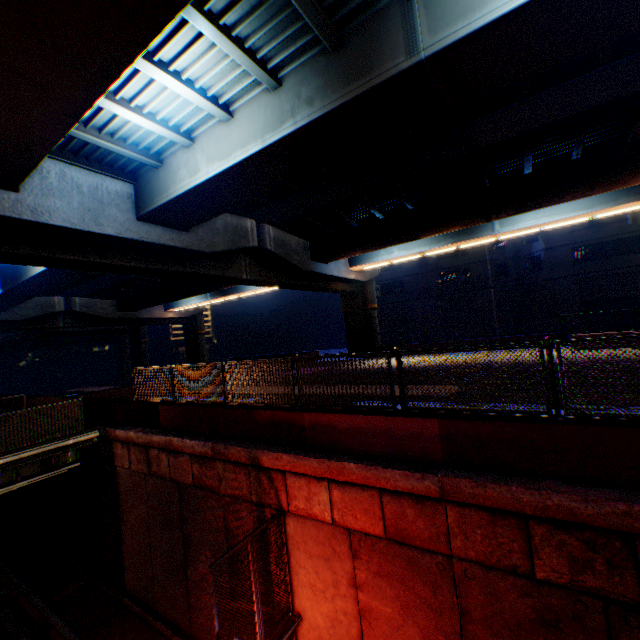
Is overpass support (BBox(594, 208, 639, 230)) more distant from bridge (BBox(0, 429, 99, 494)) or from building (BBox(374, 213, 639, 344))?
building (BBox(374, 213, 639, 344))

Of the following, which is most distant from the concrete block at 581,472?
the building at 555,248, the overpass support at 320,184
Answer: the building at 555,248

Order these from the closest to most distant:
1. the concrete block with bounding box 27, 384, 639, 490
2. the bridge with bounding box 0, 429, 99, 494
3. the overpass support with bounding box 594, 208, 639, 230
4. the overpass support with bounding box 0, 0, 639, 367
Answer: the concrete block with bounding box 27, 384, 639, 490 → the overpass support with bounding box 0, 0, 639, 367 → the bridge with bounding box 0, 429, 99, 494 → the overpass support with bounding box 594, 208, 639, 230

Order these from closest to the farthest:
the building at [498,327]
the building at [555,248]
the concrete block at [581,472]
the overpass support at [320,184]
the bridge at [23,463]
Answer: the concrete block at [581,472]
the overpass support at [320,184]
the bridge at [23,463]
the building at [555,248]
the building at [498,327]

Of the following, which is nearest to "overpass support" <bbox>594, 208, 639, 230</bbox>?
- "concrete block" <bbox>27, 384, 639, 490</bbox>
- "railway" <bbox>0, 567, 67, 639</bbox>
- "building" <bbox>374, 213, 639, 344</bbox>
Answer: "concrete block" <bbox>27, 384, 639, 490</bbox>

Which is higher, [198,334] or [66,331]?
[66,331]

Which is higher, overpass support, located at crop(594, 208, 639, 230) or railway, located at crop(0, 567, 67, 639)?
overpass support, located at crop(594, 208, 639, 230)
